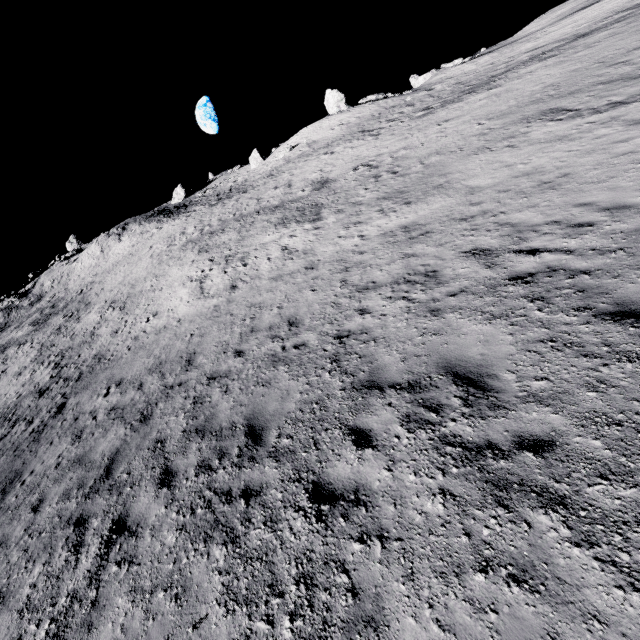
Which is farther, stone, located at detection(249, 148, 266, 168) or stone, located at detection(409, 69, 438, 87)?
stone, located at detection(249, 148, 266, 168)

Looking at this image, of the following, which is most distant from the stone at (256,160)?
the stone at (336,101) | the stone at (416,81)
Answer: the stone at (416,81)

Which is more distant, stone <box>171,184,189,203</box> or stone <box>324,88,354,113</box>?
stone <box>171,184,189,203</box>

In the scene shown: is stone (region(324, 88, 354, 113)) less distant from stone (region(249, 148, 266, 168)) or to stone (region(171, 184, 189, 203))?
stone (region(249, 148, 266, 168))

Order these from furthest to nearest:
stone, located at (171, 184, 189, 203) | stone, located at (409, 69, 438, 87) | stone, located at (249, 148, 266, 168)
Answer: stone, located at (171, 184, 189, 203)
stone, located at (249, 148, 266, 168)
stone, located at (409, 69, 438, 87)

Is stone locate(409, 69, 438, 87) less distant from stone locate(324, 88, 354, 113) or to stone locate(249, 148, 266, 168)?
stone locate(324, 88, 354, 113)

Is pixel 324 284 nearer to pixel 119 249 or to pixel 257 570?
pixel 257 570

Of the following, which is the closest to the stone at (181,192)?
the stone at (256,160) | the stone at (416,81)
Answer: the stone at (256,160)
